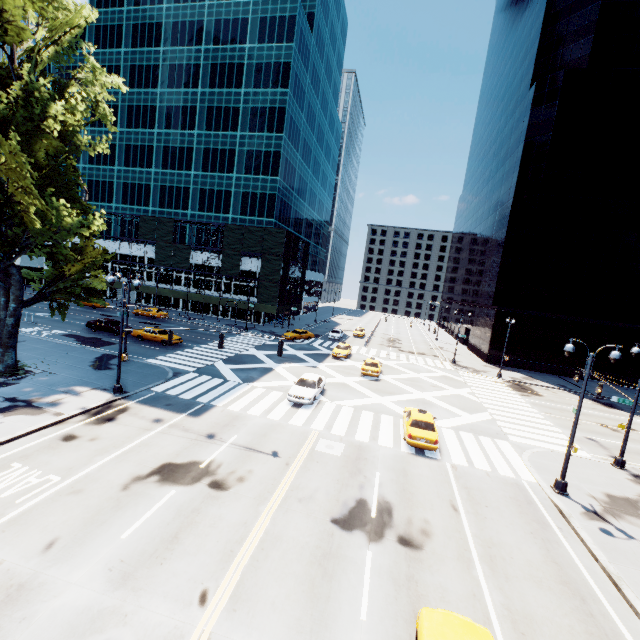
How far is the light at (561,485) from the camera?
15.0 meters

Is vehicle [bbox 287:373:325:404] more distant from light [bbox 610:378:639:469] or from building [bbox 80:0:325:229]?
building [bbox 80:0:325:229]

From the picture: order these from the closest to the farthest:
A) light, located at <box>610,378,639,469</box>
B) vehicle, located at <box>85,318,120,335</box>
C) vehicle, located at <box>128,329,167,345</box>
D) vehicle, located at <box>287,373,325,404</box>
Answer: light, located at <box>610,378,639,469</box> → vehicle, located at <box>287,373,325,404</box> → vehicle, located at <box>128,329,167,345</box> → vehicle, located at <box>85,318,120,335</box>

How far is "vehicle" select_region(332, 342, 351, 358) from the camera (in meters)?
37.53

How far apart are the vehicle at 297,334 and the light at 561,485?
32.85m

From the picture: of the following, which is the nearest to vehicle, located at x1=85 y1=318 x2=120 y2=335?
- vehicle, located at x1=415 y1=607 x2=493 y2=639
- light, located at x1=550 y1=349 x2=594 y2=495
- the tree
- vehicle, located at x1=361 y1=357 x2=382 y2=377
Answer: the tree

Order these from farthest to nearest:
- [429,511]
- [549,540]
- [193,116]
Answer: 1. [193,116]
2. [429,511]
3. [549,540]

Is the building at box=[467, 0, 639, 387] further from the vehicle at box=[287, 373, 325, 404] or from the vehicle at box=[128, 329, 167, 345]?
the vehicle at box=[128, 329, 167, 345]
